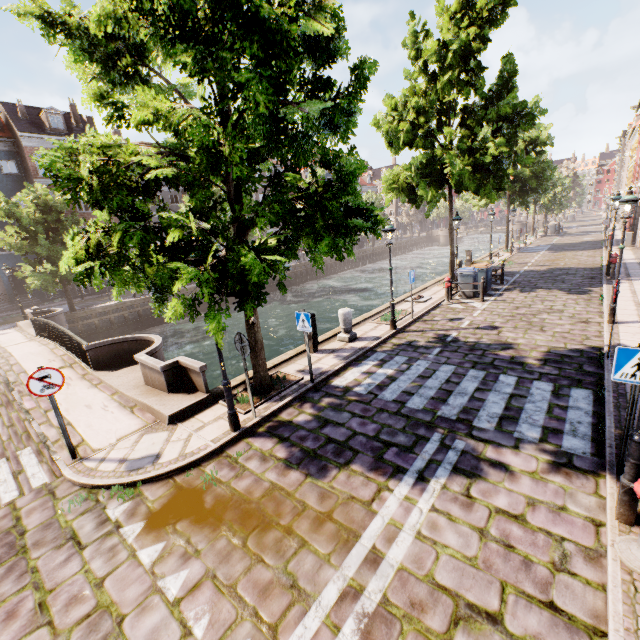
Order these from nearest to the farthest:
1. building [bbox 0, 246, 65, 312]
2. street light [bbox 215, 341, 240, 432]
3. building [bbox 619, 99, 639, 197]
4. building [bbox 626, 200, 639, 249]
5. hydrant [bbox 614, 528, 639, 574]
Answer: hydrant [bbox 614, 528, 639, 574] < street light [bbox 215, 341, 240, 432] < building [bbox 626, 200, 639, 249] < building [bbox 619, 99, 639, 197] < building [bbox 0, 246, 65, 312]

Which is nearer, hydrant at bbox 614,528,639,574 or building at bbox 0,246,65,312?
hydrant at bbox 614,528,639,574

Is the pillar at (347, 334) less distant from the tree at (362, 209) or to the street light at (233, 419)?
the street light at (233, 419)

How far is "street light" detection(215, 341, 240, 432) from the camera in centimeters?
620cm

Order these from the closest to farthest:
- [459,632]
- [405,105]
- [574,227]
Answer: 1. [459,632]
2. [405,105]
3. [574,227]

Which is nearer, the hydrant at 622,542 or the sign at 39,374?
the hydrant at 622,542

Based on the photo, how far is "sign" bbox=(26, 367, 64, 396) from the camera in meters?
5.7

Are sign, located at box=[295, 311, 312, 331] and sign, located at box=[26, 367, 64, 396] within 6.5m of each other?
yes
